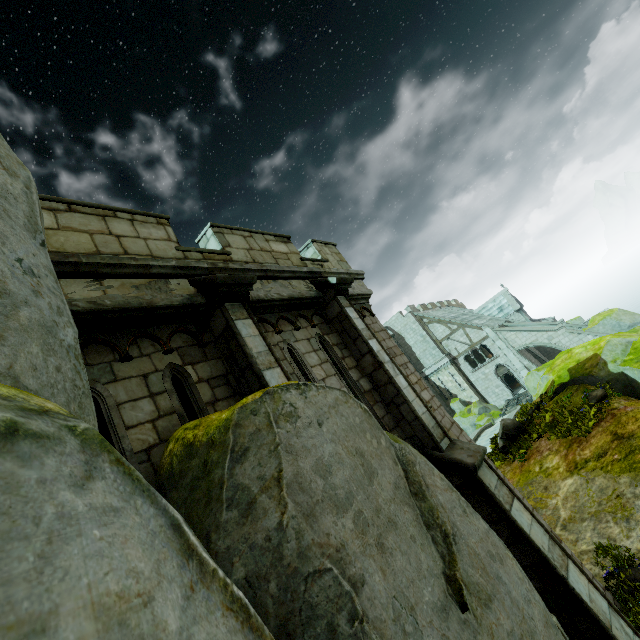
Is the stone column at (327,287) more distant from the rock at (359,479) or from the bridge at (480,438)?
the bridge at (480,438)

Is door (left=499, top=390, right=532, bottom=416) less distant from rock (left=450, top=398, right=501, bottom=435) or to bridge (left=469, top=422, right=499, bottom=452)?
rock (left=450, top=398, right=501, bottom=435)

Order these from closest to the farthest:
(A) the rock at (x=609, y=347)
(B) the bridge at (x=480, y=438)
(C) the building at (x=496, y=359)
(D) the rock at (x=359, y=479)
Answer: (D) the rock at (x=359, y=479), (A) the rock at (x=609, y=347), (B) the bridge at (x=480, y=438), (C) the building at (x=496, y=359)

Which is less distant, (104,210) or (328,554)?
(328,554)

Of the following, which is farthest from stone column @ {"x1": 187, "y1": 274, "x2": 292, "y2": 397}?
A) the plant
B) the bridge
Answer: the bridge

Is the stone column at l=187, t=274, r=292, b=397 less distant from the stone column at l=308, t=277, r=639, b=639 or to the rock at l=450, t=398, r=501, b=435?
the stone column at l=308, t=277, r=639, b=639

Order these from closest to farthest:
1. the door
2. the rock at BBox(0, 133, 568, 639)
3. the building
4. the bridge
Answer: the rock at BBox(0, 133, 568, 639) → the bridge → the door → the building

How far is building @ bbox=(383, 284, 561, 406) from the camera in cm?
3244
